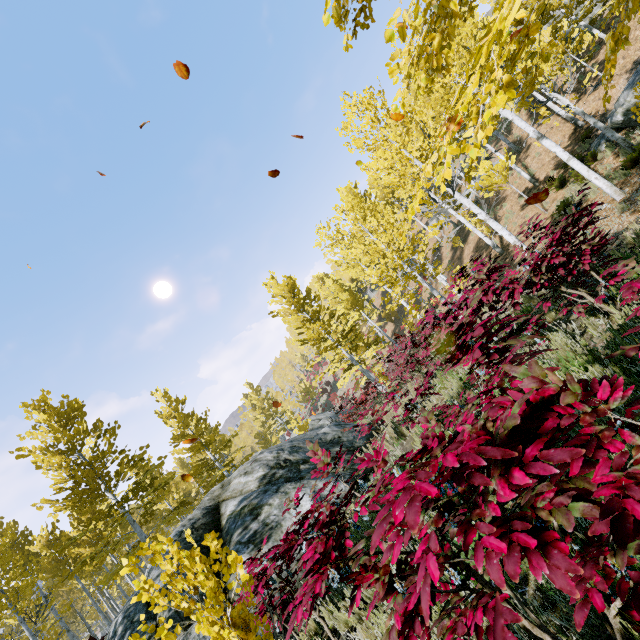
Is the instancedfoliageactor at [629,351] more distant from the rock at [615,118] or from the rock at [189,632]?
the rock at [189,632]

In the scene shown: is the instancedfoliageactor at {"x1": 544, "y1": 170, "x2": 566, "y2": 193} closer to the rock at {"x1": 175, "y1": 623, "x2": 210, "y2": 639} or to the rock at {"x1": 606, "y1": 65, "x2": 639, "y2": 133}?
the rock at {"x1": 606, "y1": 65, "x2": 639, "y2": 133}

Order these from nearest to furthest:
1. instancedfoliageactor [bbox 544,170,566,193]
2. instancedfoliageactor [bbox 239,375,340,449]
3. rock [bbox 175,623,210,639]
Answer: rock [bbox 175,623,210,639] → instancedfoliageactor [bbox 544,170,566,193] → instancedfoliageactor [bbox 239,375,340,449]

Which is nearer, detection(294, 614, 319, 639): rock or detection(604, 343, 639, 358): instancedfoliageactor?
detection(604, 343, 639, 358): instancedfoliageactor

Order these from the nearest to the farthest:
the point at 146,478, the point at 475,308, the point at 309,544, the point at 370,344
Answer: the point at 309,544, the point at 475,308, the point at 146,478, the point at 370,344

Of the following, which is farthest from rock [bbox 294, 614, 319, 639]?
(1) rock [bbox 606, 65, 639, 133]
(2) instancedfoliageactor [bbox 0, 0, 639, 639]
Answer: (1) rock [bbox 606, 65, 639, 133]

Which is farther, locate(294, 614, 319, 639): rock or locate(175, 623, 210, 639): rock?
locate(175, 623, 210, 639): rock

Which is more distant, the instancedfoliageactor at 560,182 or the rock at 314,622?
the instancedfoliageactor at 560,182
